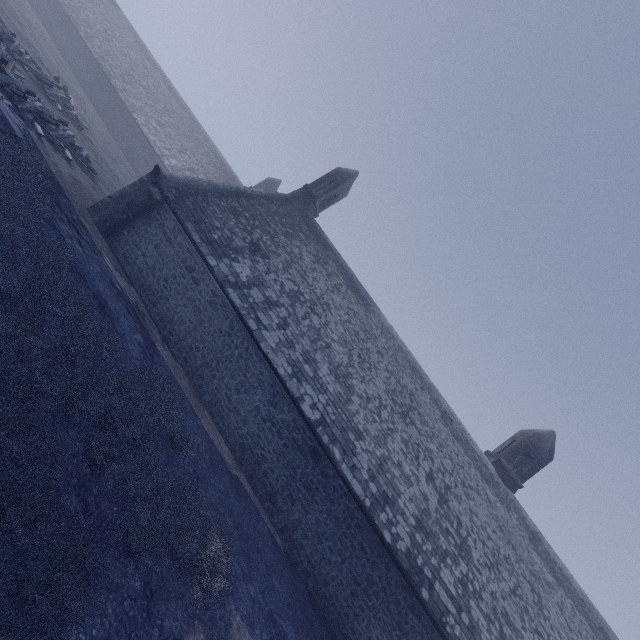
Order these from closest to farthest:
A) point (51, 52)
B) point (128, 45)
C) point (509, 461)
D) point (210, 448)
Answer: point (210, 448)
point (509, 461)
point (51, 52)
point (128, 45)
